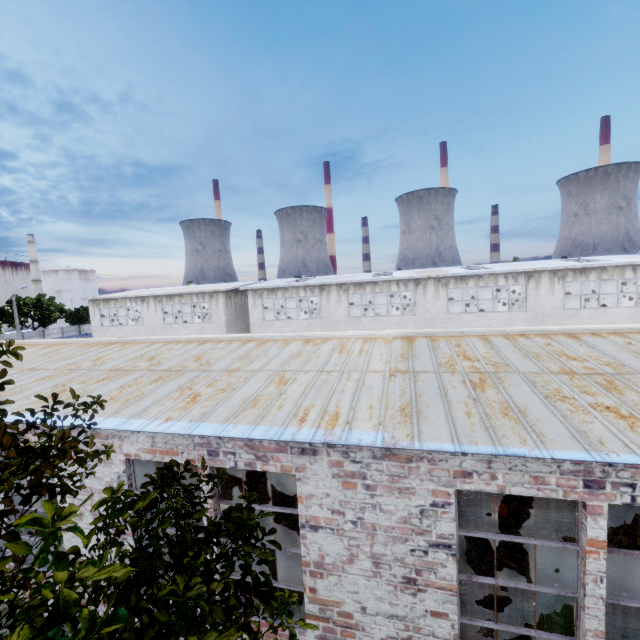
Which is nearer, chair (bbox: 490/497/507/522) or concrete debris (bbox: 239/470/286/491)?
chair (bbox: 490/497/507/522)

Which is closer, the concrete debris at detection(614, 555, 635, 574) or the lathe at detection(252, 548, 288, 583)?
the lathe at detection(252, 548, 288, 583)

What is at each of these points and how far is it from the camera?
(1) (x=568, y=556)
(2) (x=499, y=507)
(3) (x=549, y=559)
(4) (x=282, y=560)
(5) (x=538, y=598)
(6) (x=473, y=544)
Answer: (1) cabinet door, 8.41m
(2) chair, 10.05m
(3) band saw, 6.06m
(4) lathe, 7.45m
(5) band saw, 5.68m
(6) concrete debris, 8.75m

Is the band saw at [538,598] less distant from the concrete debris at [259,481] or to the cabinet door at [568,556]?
the cabinet door at [568,556]

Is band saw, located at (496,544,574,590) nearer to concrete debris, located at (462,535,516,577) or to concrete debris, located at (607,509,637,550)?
concrete debris, located at (462,535,516,577)

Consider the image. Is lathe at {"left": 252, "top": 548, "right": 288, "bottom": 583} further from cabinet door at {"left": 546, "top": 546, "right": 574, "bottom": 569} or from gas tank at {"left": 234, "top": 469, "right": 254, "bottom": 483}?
cabinet door at {"left": 546, "top": 546, "right": 574, "bottom": 569}

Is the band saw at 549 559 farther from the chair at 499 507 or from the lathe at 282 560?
the lathe at 282 560

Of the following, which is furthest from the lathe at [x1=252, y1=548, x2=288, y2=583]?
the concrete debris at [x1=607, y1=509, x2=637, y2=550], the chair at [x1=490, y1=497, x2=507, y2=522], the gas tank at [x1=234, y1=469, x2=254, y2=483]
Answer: the concrete debris at [x1=607, y1=509, x2=637, y2=550]
